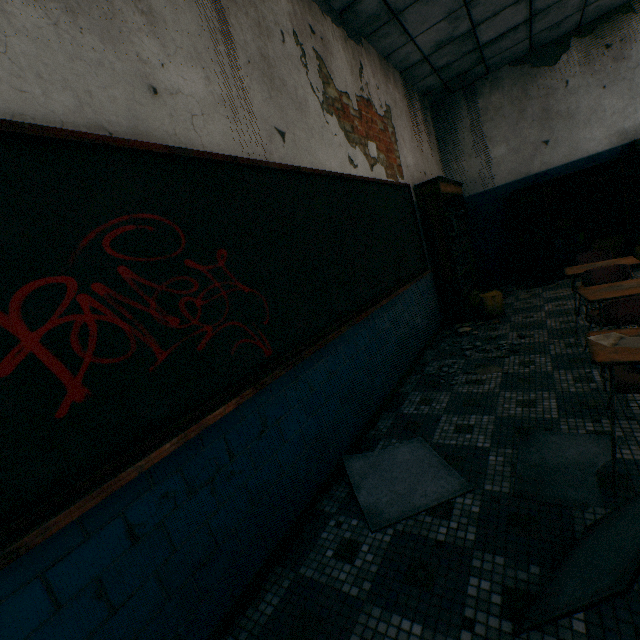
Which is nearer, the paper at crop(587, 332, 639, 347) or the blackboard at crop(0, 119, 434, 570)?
the blackboard at crop(0, 119, 434, 570)

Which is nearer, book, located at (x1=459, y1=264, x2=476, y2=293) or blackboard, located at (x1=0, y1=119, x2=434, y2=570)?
blackboard, located at (x1=0, y1=119, x2=434, y2=570)

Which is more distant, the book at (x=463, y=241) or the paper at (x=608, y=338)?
the book at (x=463, y=241)

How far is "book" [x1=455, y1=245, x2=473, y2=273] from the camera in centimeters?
519cm

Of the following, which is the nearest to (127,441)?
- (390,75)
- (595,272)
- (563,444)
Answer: (563,444)

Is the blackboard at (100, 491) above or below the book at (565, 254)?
above

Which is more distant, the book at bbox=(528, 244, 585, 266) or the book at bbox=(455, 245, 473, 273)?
the book at bbox=(528, 244, 585, 266)

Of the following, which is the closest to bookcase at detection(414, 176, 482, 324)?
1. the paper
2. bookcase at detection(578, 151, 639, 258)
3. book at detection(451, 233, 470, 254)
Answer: book at detection(451, 233, 470, 254)
